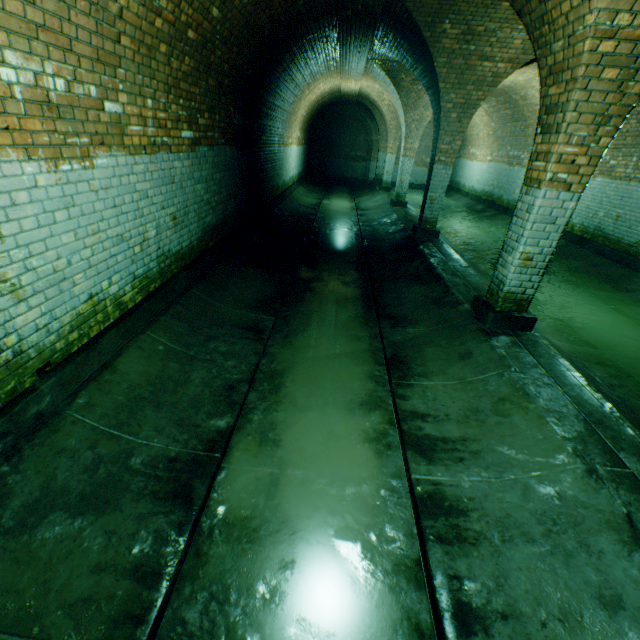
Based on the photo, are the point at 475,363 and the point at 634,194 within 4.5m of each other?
no
